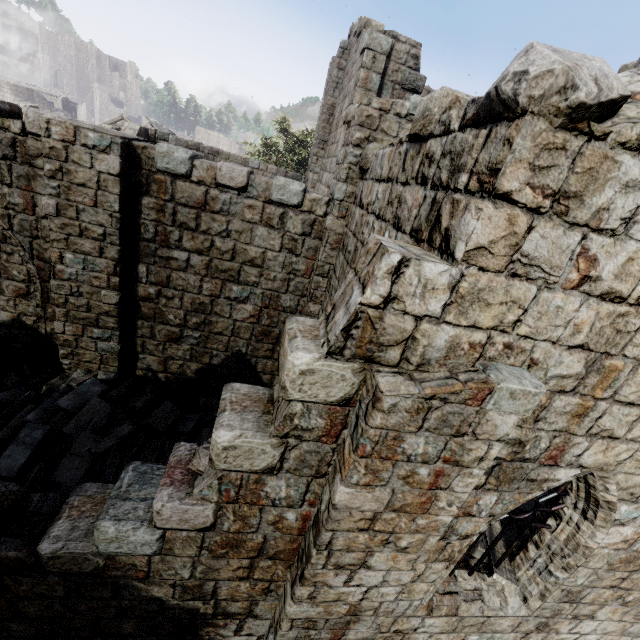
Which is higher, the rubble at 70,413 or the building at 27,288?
the building at 27,288

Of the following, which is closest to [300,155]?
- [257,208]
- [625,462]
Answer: [257,208]

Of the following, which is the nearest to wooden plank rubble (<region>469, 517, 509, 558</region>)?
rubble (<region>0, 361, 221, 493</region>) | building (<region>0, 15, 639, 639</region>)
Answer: building (<region>0, 15, 639, 639</region>)

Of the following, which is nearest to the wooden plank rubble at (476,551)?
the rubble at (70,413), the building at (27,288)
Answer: the building at (27,288)

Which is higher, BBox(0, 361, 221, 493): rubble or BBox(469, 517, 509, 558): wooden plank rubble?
BBox(469, 517, 509, 558): wooden plank rubble

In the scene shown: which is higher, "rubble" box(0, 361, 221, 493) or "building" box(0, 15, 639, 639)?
"building" box(0, 15, 639, 639)
